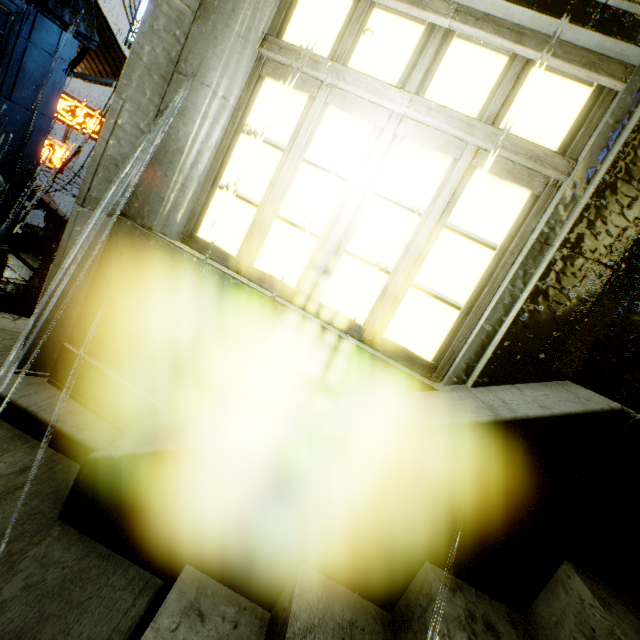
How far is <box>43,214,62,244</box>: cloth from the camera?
19.1 meters

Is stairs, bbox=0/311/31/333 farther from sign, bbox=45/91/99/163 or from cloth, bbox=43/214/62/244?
sign, bbox=45/91/99/163

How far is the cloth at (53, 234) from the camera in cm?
1913

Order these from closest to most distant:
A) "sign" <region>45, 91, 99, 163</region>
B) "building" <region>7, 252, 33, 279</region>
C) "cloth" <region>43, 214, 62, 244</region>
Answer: "sign" <region>45, 91, 99, 163</region> → "cloth" <region>43, 214, 62, 244</region> → "building" <region>7, 252, 33, 279</region>

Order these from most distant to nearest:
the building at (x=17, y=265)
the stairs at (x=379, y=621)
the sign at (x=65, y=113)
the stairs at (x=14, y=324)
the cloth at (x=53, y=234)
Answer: the building at (x=17, y=265) → the cloth at (x=53, y=234) → the sign at (x=65, y=113) → the stairs at (x=14, y=324) → the stairs at (x=379, y=621)

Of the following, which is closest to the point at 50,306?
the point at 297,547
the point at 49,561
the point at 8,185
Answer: the point at 49,561

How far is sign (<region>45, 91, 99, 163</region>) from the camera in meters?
18.2 m

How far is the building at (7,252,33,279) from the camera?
31.8 meters
